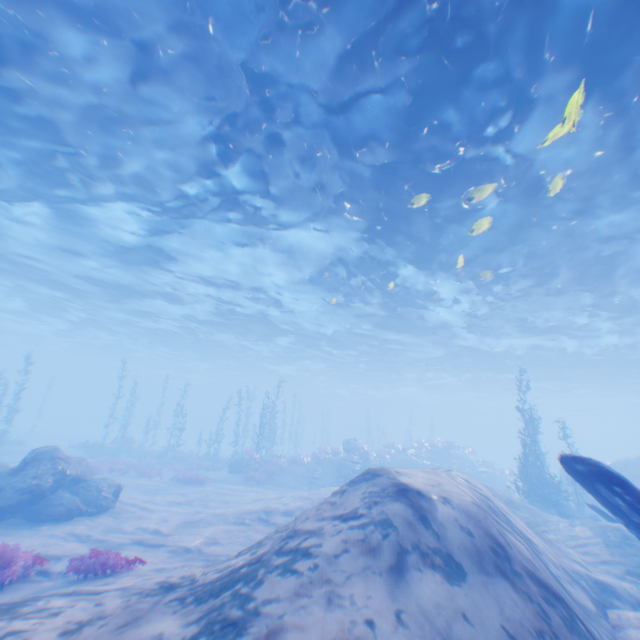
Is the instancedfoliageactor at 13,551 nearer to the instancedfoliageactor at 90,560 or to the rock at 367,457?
the instancedfoliageactor at 90,560

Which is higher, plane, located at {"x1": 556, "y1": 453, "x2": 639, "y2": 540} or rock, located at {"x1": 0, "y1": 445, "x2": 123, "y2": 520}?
plane, located at {"x1": 556, "y1": 453, "x2": 639, "y2": 540}

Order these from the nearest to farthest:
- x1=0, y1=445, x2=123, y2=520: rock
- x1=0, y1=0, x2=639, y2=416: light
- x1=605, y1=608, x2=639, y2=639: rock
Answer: x1=605, y1=608, x2=639, y2=639: rock
x1=0, y1=0, x2=639, y2=416: light
x1=0, y1=445, x2=123, y2=520: rock

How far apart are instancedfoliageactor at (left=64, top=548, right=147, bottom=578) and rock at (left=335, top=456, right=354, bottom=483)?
16.4 meters

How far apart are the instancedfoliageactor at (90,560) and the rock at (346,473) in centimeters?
1642cm

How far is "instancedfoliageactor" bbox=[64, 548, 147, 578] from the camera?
6.77m

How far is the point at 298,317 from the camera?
26.8 meters

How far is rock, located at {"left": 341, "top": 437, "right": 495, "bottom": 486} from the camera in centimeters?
2494cm
